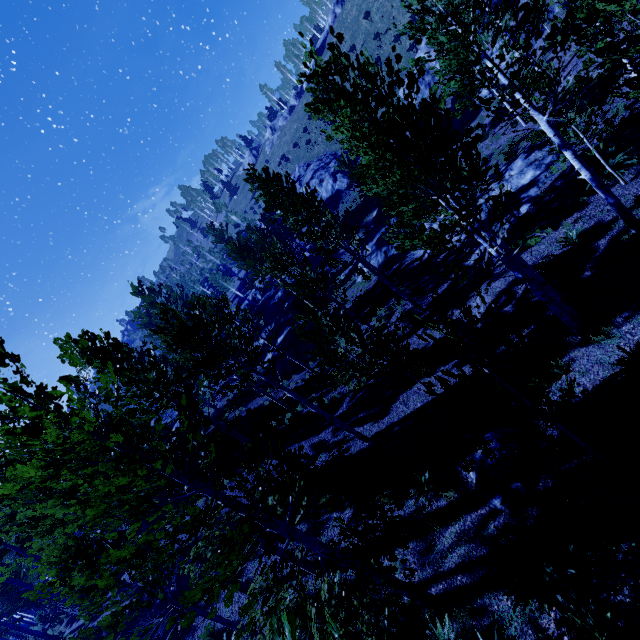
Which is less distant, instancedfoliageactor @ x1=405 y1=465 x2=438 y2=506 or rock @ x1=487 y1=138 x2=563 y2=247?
instancedfoliageactor @ x1=405 y1=465 x2=438 y2=506

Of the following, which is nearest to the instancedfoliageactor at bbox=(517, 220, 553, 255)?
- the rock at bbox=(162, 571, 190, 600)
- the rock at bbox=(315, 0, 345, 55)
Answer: the rock at bbox=(162, 571, 190, 600)

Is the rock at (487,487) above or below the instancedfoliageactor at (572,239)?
above

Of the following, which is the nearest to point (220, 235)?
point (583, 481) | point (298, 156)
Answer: point (298, 156)

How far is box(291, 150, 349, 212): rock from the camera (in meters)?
43.66

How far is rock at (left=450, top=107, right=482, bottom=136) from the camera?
27.25m

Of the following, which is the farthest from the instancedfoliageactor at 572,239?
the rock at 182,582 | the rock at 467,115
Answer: the rock at 467,115

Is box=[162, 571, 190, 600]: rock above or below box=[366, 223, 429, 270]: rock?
above
